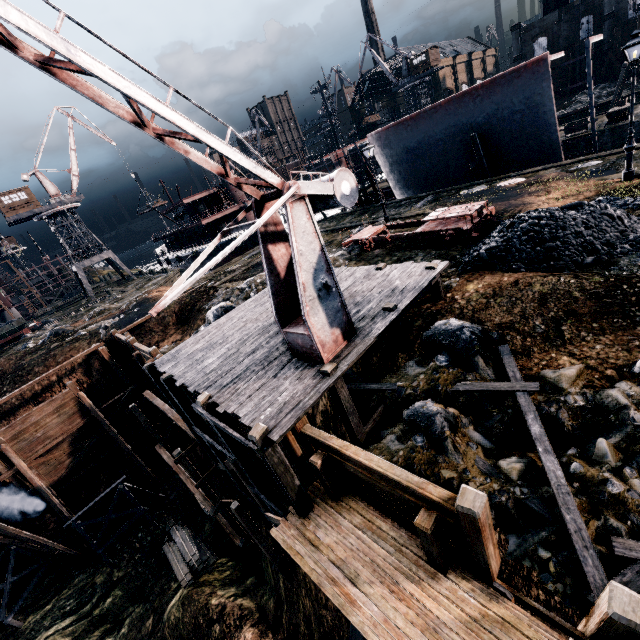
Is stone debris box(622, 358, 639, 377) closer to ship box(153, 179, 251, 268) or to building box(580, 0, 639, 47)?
building box(580, 0, 639, 47)

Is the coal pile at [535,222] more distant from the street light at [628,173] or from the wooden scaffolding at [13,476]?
the wooden scaffolding at [13,476]

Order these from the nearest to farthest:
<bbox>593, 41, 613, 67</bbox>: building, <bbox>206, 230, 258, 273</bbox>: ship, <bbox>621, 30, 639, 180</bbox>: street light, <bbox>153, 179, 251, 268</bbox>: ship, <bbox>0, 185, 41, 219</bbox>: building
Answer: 1. <bbox>621, 30, 639, 180</bbox>: street light
2. <bbox>0, 185, 41, 219</bbox>: building
3. <bbox>206, 230, 258, 273</bbox>: ship
4. <bbox>153, 179, 251, 268</bbox>: ship
5. <bbox>593, 41, 613, 67</bbox>: building

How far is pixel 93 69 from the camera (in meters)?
4.96

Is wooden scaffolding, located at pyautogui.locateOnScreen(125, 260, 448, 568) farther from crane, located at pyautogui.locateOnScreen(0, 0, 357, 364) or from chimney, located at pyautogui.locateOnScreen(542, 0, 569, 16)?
chimney, located at pyautogui.locateOnScreen(542, 0, 569, 16)

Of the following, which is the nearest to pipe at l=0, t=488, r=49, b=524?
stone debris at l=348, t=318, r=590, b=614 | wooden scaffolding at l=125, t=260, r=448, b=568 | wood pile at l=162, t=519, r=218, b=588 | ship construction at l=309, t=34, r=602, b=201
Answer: wooden scaffolding at l=125, t=260, r=448, b=568

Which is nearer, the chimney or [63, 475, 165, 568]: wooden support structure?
[63, 475, 165, 568]: wooden support structure

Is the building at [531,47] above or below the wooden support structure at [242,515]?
above
